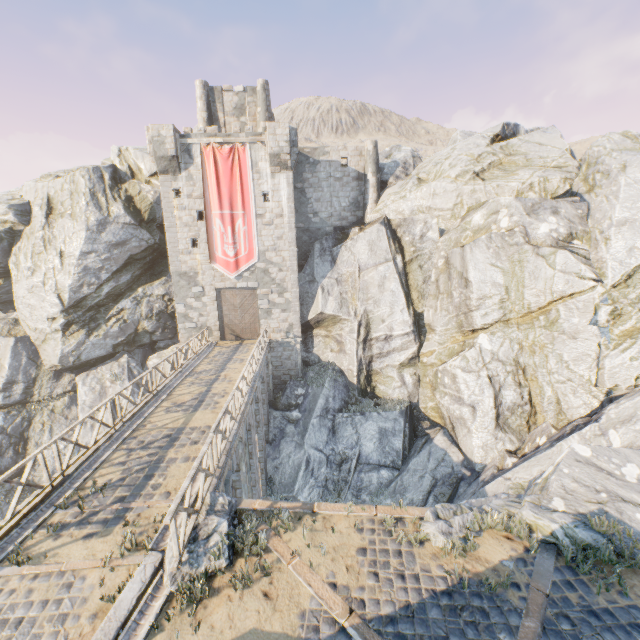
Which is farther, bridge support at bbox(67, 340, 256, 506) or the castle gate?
the castle gate

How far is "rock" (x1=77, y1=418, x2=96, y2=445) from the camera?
21.6m

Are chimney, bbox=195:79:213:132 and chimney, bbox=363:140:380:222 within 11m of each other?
no

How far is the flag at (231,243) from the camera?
21.5m

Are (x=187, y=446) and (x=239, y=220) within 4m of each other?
no

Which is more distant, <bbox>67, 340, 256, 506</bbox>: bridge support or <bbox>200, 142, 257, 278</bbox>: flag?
<bbox>200, 142, 257, 278</bbox>: flag

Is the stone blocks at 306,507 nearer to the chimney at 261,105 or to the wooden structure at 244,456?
the wooden structure at 244,456
